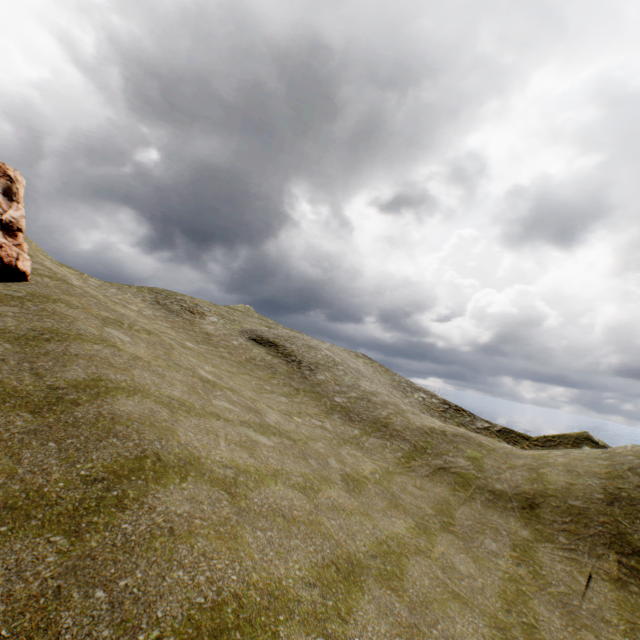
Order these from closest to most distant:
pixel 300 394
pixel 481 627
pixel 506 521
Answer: pixel 481 627 → pixel 506 521 → pixel 300 394
